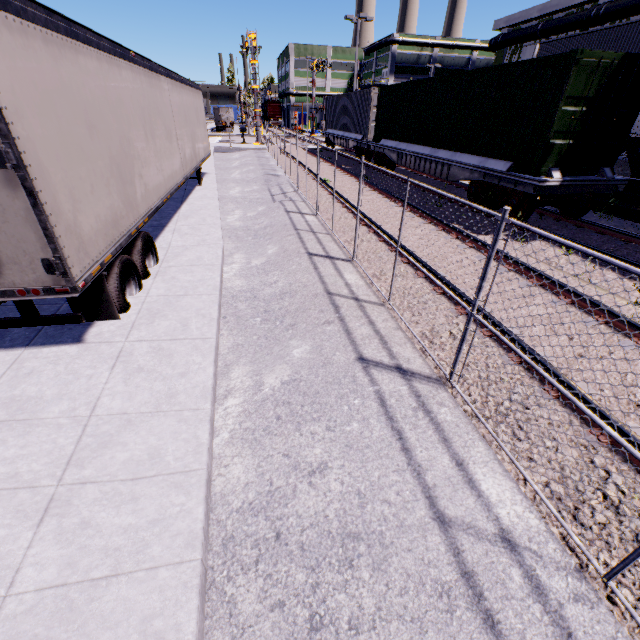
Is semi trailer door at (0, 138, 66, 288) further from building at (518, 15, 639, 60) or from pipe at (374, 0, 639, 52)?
pipe at (374, 0, 639, 52)

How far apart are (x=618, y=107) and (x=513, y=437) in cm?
978

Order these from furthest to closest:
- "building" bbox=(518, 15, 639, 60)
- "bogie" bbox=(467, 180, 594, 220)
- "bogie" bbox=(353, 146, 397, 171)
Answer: "bogie" bbox=(353, 146, 397, 171), "building" bbox=(518, 15, 639, 60), "bogie" bbox=(467, 180, 594, 220)

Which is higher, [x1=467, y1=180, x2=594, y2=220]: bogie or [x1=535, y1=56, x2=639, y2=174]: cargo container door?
[x1=535, y1=56, x2=639, y2=174]: cargo container door

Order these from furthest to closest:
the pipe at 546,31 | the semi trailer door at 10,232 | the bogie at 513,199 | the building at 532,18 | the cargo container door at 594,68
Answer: the building at 532,18 < the pipe at 546,31 < the bogie at 513,199 < the cargo container door at 594,68 < the semi trailer door at 10,232

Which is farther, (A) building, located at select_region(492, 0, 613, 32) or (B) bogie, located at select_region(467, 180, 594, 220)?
(A) building, located at select_region(492, 0, 613, 32)

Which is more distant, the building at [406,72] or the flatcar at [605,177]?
the building at [406,72]

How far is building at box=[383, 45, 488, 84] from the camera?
57.3 meters
